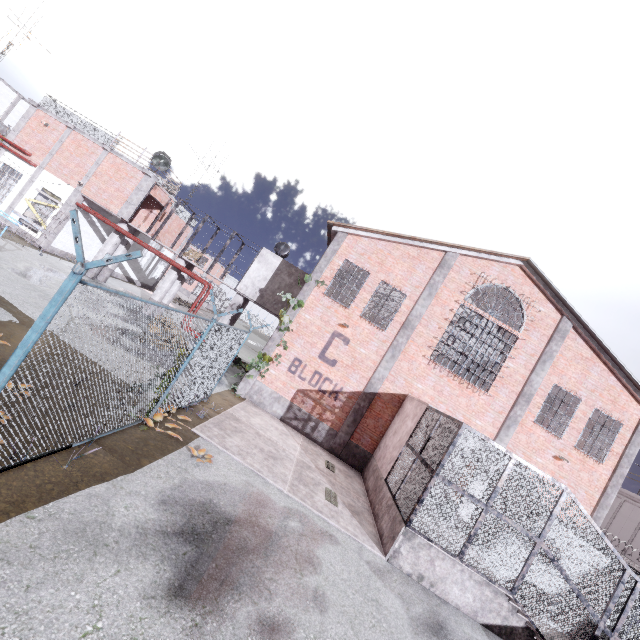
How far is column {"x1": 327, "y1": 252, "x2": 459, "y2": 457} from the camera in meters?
14.3 m

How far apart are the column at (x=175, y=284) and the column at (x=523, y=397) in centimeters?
1889cm

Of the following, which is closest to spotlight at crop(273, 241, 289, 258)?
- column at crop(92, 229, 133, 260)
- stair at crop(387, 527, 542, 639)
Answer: column at crop(92, 229, 133, 260)

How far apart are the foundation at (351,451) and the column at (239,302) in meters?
9.6 m

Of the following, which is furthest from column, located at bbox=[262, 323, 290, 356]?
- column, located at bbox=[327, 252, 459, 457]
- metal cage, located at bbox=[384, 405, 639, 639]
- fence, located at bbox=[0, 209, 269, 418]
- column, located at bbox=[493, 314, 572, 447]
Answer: column, located at bbox=[493, 314, 572, 447]

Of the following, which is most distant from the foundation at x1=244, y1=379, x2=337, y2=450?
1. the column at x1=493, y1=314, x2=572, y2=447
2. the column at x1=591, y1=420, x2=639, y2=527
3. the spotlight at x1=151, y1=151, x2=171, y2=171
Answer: the spotlight at x1=151, y1=151, x2=171, y2=171

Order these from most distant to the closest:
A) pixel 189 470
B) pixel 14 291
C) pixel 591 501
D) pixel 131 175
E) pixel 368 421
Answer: pixel 131 175, pixel 368 421, pixel 591 501, pixel 14 291, pixel 189 470

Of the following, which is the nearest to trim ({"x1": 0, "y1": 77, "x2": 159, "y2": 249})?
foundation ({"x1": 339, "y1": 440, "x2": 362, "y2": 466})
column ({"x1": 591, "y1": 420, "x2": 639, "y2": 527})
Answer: foundation ({"x1": 339, "y1": 440, "x2": 362, "y2": 466})
